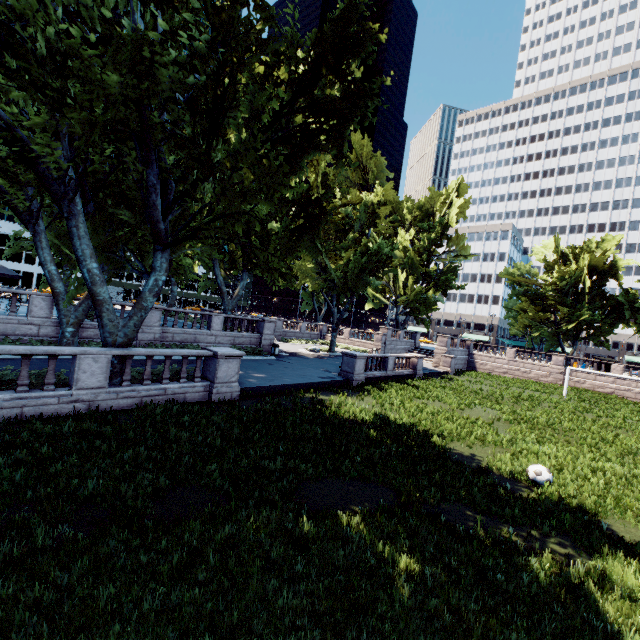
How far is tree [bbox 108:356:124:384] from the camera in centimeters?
1187cm

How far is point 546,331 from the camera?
47.3m

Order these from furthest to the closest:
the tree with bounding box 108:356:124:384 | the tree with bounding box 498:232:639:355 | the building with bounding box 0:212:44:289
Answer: A:
1. the building with bounding box 0:212:44:289
2. the tree with bounding box 498:232:639:355
3. the tree with bounding box 108:356:124:384

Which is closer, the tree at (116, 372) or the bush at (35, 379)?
the bush at (35, 379)

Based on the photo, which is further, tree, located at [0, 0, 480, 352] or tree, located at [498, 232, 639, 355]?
tree, located at [498, 232, 639, 355]

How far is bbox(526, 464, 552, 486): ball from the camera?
9.89m

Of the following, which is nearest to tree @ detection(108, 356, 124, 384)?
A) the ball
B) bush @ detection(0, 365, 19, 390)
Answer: bush @ detection(0, 365, 19, 390)
